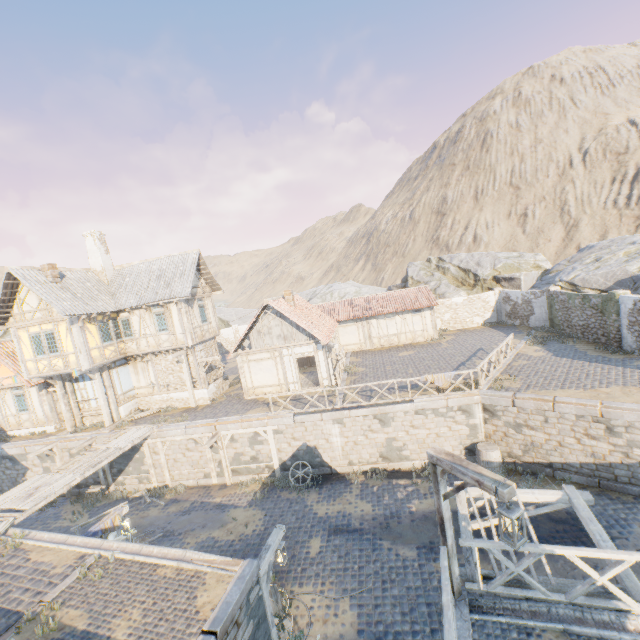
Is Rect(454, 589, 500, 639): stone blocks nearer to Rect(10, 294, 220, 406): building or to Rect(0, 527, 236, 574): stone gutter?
Rect(0, 527, 236, 574): stone gutter

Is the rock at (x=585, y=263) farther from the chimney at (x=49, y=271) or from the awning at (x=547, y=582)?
the chimney at (x=49, y=271)

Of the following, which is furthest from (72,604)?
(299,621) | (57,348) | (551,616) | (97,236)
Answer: (97,236)

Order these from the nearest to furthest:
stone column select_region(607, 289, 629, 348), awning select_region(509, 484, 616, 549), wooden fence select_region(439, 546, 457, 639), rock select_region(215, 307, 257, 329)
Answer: wooden fence select_region(439, 546, 457, 639) < awning select_region(509, 484, 616, 549) < stone column select_region(607, 289, 629, 348) < rock select_region(215, 307, 257, 329)

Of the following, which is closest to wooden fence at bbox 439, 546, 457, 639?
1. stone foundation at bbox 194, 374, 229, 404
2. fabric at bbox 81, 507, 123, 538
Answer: fabric at bbox 81, 507, 123, 538

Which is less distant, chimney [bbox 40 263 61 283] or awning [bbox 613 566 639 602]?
awning [bbox 613 566 639 602]

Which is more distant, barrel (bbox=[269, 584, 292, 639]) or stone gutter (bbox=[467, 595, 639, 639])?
barrel (bbox=[269, 584, 292, 639])

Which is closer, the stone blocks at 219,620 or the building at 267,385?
the stone blocks at 219,620
